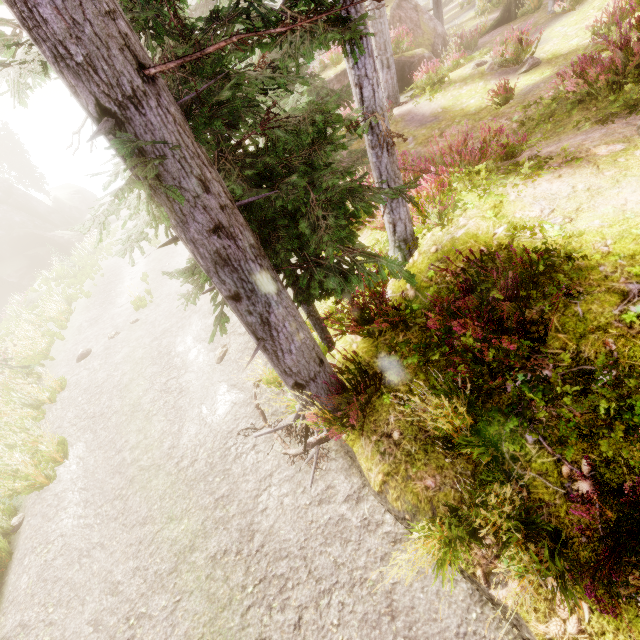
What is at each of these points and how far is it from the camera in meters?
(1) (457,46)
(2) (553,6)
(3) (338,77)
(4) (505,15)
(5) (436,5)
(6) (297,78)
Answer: (1) instancedfoliageactor, 15.1
(2) instancedfoliageactor, 12.9
(3) rock, 16.5
(4) tree trunk, 16.0
(5) instancedfoliageactor, 17.5
(6) instancedfoliageactor, 3.3

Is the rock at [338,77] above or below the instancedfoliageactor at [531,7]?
above

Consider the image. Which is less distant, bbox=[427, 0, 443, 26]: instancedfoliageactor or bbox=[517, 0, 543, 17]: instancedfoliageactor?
bbox=[517, 0, 543, 17]: instancedfoliageactor

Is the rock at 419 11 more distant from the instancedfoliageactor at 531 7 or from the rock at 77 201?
the rock at 77 201

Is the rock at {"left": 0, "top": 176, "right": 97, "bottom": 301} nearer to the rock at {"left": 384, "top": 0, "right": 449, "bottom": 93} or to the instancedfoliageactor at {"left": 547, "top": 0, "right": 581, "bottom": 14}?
the instancedfoliageactor at {"left": 547, "top": 0, "right": 581, "bottom": 14}

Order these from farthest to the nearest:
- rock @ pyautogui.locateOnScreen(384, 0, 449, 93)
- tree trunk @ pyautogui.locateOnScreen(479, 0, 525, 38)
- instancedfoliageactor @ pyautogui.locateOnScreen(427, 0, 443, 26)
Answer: instancedfoliageactor @ pyautogui.locateOnScreen(427, 0, 443, 26) < tree trunk @ pyautogui.locateOnScreen(479, 0, 525, 38) < rock @ pyautogui.locateOnScreen(384, 0, 449, 93)

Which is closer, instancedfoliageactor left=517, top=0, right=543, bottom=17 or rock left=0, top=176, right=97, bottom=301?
instancedfoliageactor left=517, top=0, right=543, bottom=17

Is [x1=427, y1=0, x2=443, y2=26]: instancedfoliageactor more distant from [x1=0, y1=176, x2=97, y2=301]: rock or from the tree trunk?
the tree trunk
